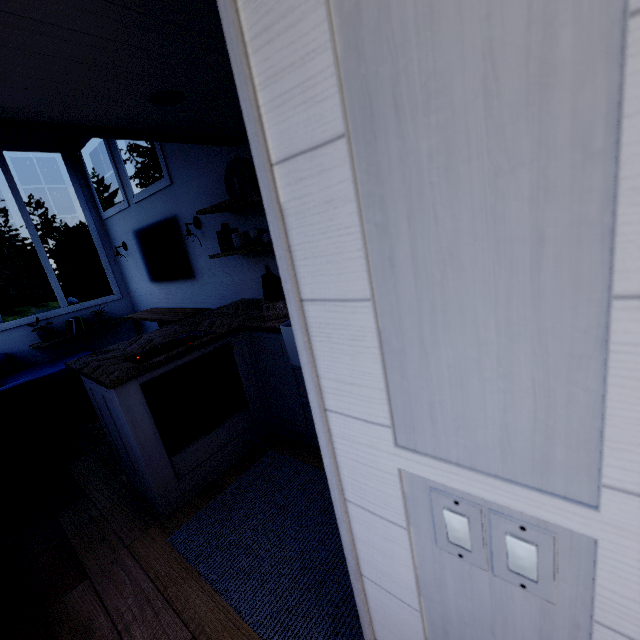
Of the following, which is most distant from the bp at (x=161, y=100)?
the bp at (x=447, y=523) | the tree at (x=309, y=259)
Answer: the bp at (x=447, y=523)

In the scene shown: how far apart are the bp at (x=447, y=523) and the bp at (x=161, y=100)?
2.4 meters

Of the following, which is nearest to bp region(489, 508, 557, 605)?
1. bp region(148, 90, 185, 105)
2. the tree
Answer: the tree

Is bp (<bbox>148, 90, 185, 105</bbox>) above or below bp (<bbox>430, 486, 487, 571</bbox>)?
above

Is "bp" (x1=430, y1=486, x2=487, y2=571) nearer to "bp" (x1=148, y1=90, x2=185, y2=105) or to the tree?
the tree

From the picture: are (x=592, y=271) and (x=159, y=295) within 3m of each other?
no
